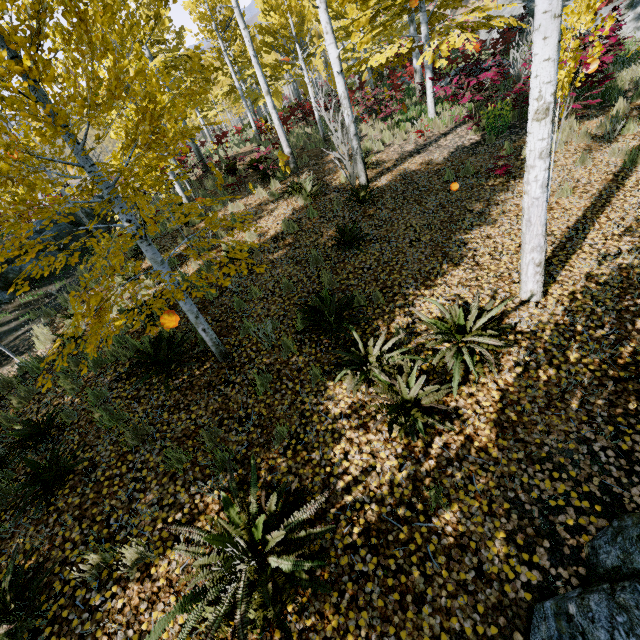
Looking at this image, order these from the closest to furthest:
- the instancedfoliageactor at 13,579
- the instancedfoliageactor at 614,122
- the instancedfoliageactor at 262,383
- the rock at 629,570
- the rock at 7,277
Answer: the rock at 629,570 < the instancedfoliageactor at 13,579 < the instancedfoliageactor at 262,383 < the instancedfoliageactor at 614,122 < the rock at 7,277

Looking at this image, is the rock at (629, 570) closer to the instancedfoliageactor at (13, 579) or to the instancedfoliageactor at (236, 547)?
the instancedfoliageactor at (13, 579)

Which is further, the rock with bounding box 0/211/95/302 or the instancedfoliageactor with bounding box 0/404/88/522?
the rock with bounding box 0/211/95/302

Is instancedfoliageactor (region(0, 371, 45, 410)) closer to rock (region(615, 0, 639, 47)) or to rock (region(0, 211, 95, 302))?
rock (region(0, 211, 95, 302))

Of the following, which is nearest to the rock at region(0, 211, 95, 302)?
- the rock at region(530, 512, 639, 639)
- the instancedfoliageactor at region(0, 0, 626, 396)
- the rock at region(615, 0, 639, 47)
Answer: the instancedfoliageactor at region(0, 0, 626, 396)

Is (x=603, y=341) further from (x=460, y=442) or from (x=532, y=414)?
(x=460, y=442)

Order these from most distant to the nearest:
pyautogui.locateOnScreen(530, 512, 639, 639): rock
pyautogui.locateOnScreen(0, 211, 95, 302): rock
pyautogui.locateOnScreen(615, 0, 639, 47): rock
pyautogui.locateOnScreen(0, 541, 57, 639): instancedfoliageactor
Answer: pyautogui.locateOnScreen(615, 0, 639, 47): rock < pyautogui.locateOnScreen(0, 211, 95, 302): rock < pyautogui.locateOnScreen(0, 541, 57, 639): instancedfoliageactor < pyautogui.locateOnScreen(530, 512, 639, 639): rock
